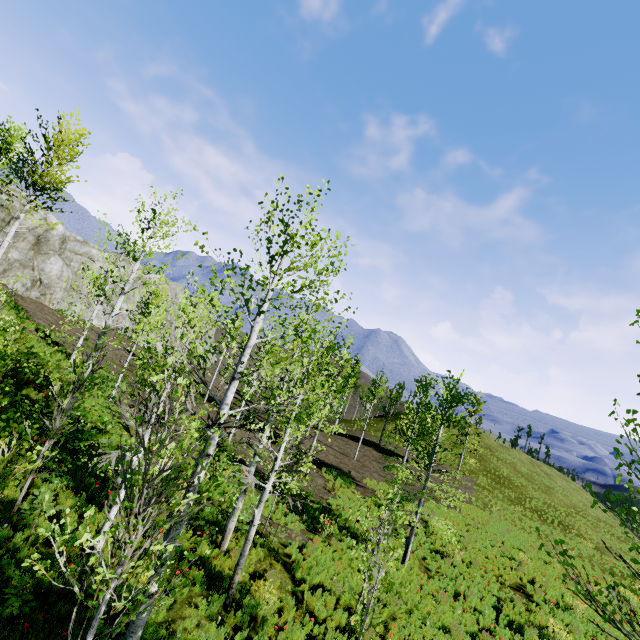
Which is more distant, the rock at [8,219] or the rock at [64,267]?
the rock at [64,267]

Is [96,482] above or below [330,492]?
above

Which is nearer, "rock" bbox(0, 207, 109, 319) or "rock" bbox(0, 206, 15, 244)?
"rock" bbox(0, 206, 15, 244)
